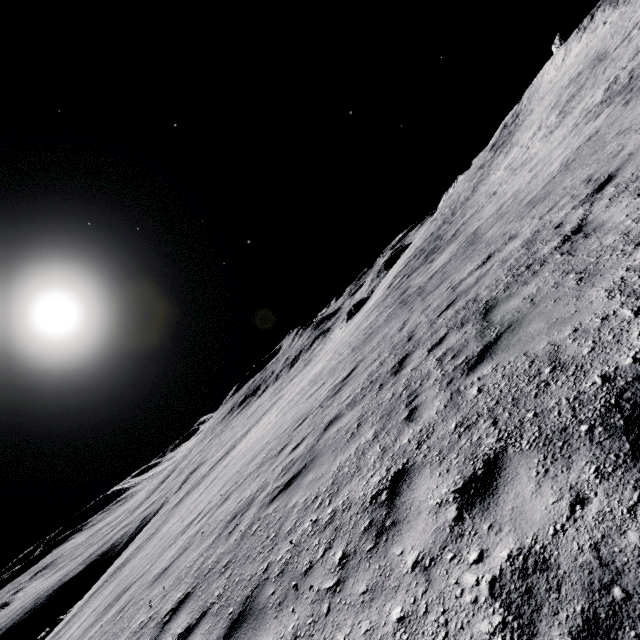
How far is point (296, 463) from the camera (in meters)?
6.59
